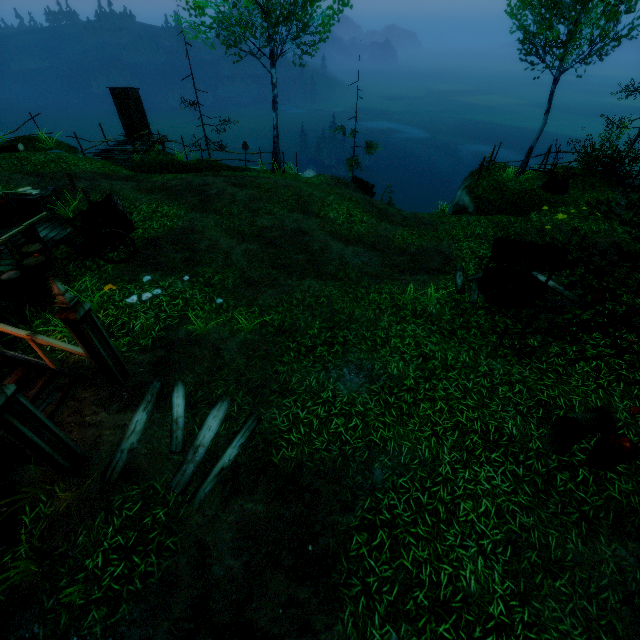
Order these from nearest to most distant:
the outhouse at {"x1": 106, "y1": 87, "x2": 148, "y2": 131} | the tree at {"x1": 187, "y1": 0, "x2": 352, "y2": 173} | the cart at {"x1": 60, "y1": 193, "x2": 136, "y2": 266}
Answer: the cart at {"x1": 60, "y1": 193, "x2": 136, "y2": 266}, the tree at {"x1": 187, "y1": 0, "x2": 352, "y2": 173}, the outhouse at {"x1": 106, "y1": 87, "x2": 148, "y2": 131}

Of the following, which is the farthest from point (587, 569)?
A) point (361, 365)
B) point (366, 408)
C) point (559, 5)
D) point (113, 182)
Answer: point (559, 5)

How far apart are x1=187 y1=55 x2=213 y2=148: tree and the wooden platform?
11.6m

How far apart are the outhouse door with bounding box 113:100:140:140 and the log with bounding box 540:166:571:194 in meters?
21.9

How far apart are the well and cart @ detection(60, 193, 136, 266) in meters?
9.8

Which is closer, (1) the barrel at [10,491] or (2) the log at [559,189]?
(1) the barrel at [10,491]

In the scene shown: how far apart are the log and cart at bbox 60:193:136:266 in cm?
1623

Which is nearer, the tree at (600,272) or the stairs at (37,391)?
the tree at (600,272)
